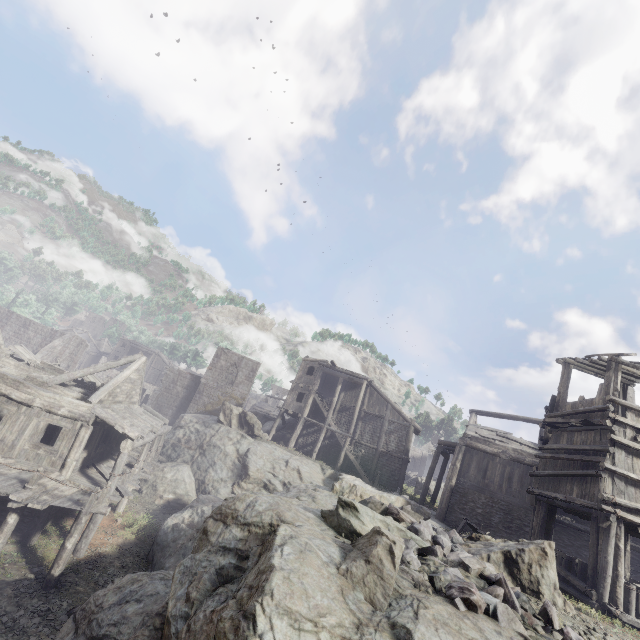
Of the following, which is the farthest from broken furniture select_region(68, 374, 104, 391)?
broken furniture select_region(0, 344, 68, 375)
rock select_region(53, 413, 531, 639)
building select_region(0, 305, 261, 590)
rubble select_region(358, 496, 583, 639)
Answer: rubble select_region(358, 496, 583, 639)

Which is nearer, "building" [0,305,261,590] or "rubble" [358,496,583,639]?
"rubble" [358,496,583,639]

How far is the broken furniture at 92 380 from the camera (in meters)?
20.99

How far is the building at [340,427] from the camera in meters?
28.6 m

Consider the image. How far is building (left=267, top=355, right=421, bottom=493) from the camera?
28.6 meters

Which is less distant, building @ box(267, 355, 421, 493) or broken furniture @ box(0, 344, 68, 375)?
broken furniture @ box(0, 344, 68, 375)

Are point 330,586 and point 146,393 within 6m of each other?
no

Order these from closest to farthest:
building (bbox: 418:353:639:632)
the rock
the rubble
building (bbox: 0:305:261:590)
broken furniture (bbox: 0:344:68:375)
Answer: the rock → the rubble → building (bbox: 418:353:639:632) → building (bbox: 0:305:261:590) → broken furniture (bbox: 0:344:68:375)
